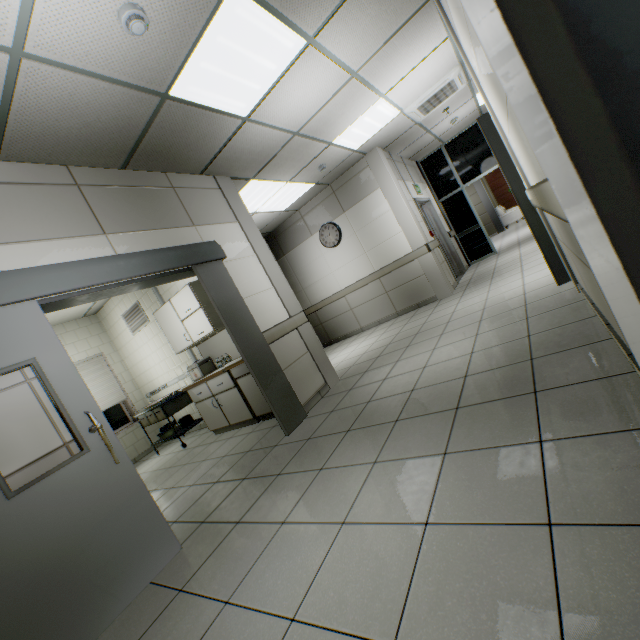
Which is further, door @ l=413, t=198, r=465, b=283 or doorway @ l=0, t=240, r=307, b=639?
door @ l=413, t=198, r=465, b=283

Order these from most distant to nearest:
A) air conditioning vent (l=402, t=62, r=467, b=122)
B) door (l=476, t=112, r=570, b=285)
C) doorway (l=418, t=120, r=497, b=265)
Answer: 1. doorway (l=418, t=120, r=497, b=265)
2. air conditioning vent (l=402, t=62, r=467, b=122)
3. door (l=476, t=112, r=570, b=285)

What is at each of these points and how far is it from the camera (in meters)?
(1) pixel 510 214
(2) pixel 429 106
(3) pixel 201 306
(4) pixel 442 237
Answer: (1) sofa, 14.45
(2) air conditioning vent, 5.61
(3) cabinet, 4.73
(4) door, 8.43

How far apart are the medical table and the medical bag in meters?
0.5

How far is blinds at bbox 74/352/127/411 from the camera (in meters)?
6.62

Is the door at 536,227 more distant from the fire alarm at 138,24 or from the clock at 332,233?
the clock at 332,233

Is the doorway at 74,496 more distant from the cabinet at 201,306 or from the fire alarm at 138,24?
the fire alarm at 138,24

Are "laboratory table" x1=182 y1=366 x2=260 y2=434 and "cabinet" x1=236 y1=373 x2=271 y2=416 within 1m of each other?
yes
